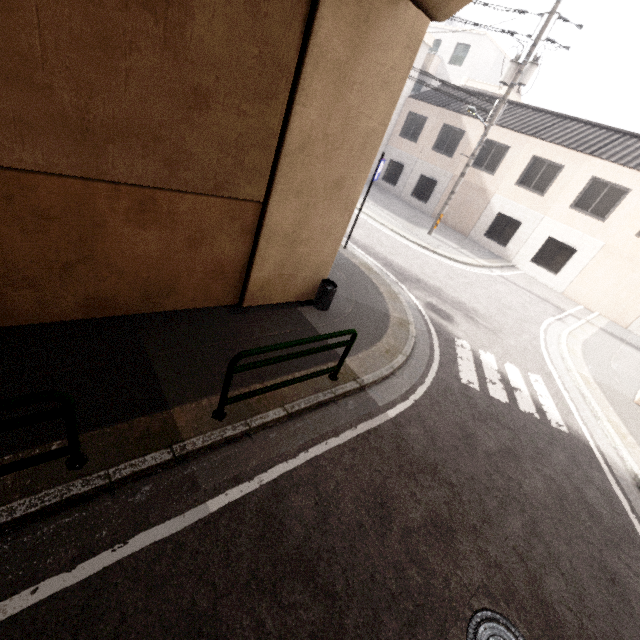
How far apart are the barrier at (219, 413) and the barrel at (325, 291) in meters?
1.9

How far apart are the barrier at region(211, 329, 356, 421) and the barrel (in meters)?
1.90

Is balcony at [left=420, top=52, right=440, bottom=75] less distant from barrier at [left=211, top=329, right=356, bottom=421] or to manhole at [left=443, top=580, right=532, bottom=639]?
barrier at [left=211, top=329, right=356, bottom=421]

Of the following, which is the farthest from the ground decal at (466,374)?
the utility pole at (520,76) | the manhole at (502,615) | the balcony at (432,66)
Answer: the balcony at (432,66)

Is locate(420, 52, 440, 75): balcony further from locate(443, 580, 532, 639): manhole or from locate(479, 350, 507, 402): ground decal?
locate(443, 580, 532, 639): manhole

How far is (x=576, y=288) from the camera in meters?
16.1

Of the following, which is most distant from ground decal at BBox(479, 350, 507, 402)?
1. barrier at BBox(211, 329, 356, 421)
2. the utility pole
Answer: the utility pole

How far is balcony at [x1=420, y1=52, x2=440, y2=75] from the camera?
27.3m
